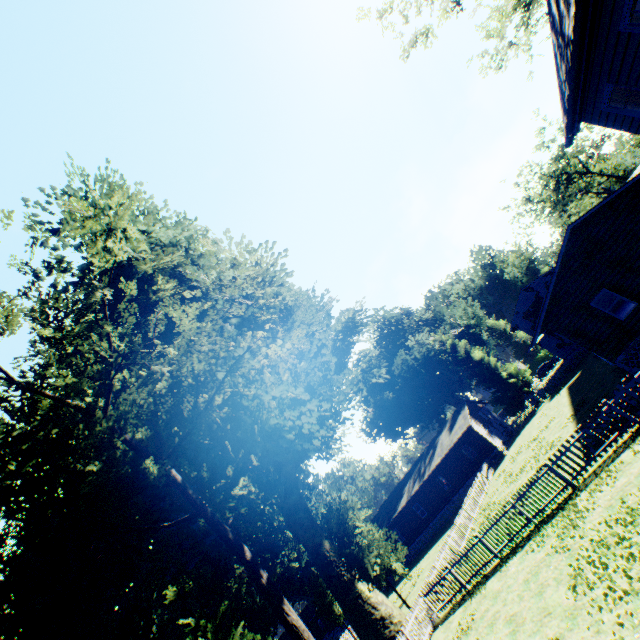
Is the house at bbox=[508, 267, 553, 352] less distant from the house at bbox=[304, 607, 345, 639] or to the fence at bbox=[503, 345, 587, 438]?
the fence at bbox=[503, 345, 587, 438]

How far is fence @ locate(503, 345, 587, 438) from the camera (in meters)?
35.03

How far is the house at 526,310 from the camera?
45.6m

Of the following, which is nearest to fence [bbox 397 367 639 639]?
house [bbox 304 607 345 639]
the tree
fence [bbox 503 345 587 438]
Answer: house [bbox 304 607 345 639]

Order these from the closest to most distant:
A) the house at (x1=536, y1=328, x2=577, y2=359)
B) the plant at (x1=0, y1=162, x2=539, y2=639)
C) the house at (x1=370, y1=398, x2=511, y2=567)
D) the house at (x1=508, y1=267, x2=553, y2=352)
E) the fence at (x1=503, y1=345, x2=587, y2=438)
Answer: the plant at (x1=0, y1=162, x2=539, y2=639), the fence at (x1=503, y1=345, x2=587, y2=438), the house at (x1=370, y1=398, x2=511, y2=567), the house at (x1=536, y1=328, x2=577, y2=359), the house at (x1=508, y1=267, x2=553, y2=352)

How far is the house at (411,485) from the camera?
35.7 meters

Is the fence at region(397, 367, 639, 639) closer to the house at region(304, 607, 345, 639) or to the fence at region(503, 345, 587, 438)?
the house at region(304, 607, 345, 639)

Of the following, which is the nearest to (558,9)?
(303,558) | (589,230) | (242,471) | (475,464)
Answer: (589,230)
